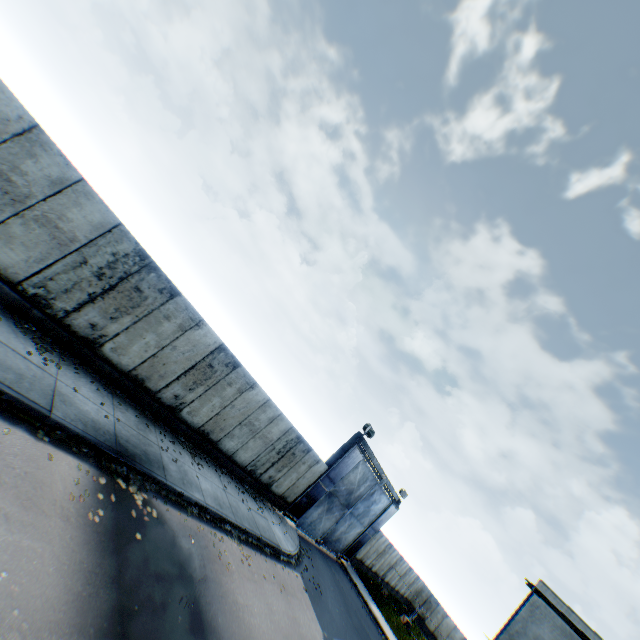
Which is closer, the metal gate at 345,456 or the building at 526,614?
the metal gate at 345,456

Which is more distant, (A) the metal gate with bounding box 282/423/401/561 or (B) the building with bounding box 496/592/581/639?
(B) the building with bounding box 496/592/581/639

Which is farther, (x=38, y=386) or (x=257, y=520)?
(x=257, y=520)

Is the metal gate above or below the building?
below

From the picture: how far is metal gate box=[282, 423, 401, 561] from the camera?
18.56m

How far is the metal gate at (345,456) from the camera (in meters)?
18.56
